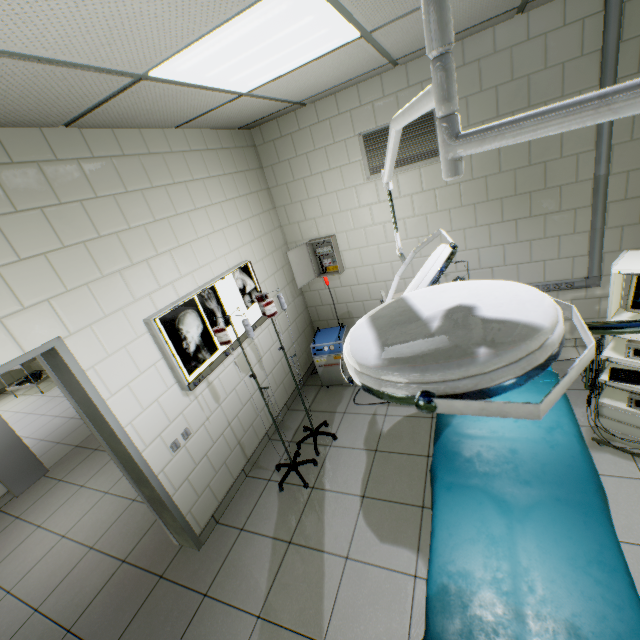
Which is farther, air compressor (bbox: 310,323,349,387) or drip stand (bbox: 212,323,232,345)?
air compressor (bbox: 310,323,349,387)

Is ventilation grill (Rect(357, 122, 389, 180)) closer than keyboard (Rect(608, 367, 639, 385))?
No

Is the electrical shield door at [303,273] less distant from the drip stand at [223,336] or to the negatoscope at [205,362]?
the negatoscope at [205,362]

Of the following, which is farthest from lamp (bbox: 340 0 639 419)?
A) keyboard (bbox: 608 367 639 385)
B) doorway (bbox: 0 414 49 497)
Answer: doorway (bbox: 0 414 49 497)

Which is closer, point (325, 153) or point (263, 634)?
point (263, 634)

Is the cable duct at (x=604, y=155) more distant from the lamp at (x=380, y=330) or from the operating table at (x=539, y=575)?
the lamp at (x=380, y=330)

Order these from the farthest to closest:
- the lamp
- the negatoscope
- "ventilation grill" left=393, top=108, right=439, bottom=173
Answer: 1. "ventilation grill" left=393, top=108, right=439, bottom=173
2. the negatoscope
3. the lamp

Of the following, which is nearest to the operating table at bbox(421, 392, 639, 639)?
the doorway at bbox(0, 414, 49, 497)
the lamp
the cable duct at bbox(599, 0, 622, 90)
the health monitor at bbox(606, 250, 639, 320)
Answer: the health monitor at bbox(606, 250, 639, 320)
